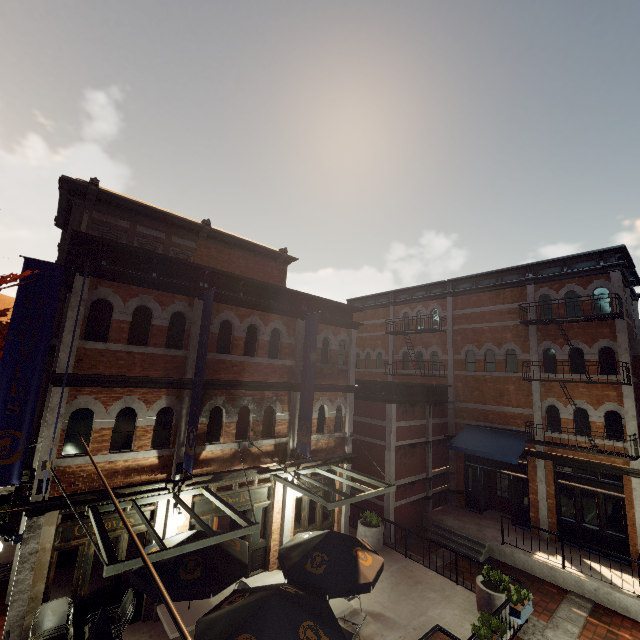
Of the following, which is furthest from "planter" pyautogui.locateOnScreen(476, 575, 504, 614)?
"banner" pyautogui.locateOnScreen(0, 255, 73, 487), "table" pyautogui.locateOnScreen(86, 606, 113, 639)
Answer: "banner" pyautogui.locateOnScreen(0, 255, 73, 487)

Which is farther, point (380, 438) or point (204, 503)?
point (380, 438)

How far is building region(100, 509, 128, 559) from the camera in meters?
8.2 m

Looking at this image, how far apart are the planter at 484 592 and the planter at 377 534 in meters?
3.7

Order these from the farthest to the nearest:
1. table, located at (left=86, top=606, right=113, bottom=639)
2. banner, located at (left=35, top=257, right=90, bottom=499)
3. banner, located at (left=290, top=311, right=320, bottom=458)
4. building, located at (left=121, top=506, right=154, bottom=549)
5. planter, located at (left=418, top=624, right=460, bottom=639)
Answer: banner, located at (left=290, top=311, right=320, bottom=458) < building, located at (left=121, top=506, right=154, bottom=549) < planter, located at (left=418, top=624, right=460, bottom=639) < banner, located at (left=35, top=257, right=90, bottom=499) < table, located at (left=86, top=606, right=113, bottom=639)

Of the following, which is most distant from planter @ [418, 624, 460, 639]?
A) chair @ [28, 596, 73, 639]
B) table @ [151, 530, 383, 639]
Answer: chair @ [28, 596, 73, 639]

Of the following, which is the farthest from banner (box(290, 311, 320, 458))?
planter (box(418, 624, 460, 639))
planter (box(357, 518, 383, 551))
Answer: planter (box(418, 624, 460, 639))

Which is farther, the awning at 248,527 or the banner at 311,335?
the banner at 311,335
